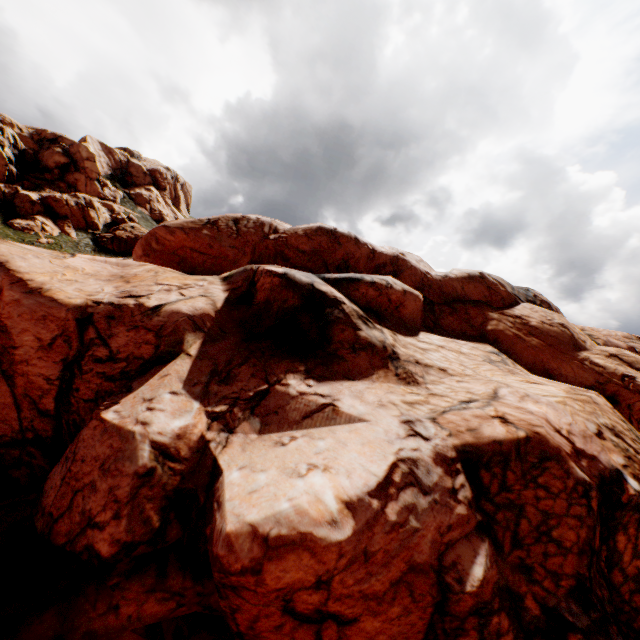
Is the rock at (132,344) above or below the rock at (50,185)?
below

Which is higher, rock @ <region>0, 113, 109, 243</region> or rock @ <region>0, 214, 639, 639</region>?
rock @ <region>0, 113, 109, 243</region>

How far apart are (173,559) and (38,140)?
81.24m

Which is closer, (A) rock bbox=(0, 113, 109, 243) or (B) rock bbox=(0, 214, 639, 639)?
(B) rock bbox=(0, 214, 639, 639)

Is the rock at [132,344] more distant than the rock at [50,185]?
No
